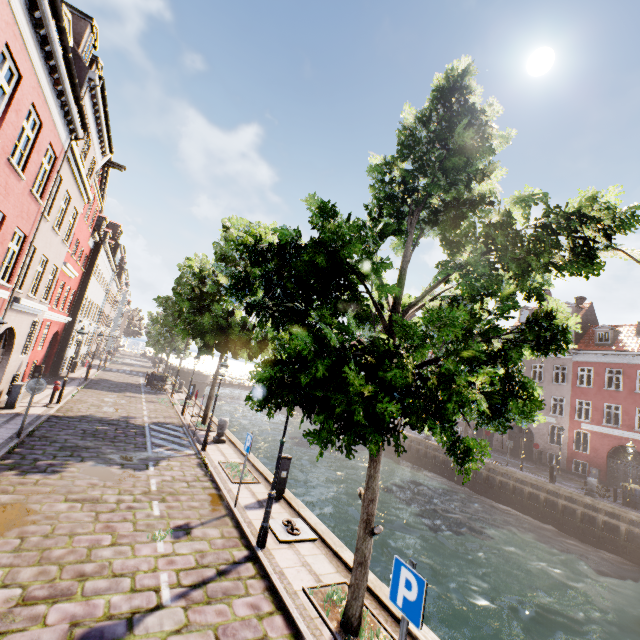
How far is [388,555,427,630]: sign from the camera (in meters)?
3.46

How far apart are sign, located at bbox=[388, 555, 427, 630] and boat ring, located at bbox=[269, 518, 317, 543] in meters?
4.2 m

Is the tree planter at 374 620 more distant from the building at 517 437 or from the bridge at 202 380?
the bridge at 202 380

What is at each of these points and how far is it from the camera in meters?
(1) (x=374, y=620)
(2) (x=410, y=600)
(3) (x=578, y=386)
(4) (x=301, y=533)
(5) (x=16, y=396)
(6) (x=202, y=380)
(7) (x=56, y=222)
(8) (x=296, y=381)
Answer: (1) tree planter, 5.5
(2) sign, 3.6
(3) building, 29.1
(4) boat ring, 7.8
(5) electrical box, 13.4
(6) bridge, 45.3
(7) building, 14.0
(8) tree, 4.0

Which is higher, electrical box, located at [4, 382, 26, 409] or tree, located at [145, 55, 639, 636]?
tree, located at [145, 55, 639, 636]

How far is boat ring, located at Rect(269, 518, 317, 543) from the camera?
7.4 meters

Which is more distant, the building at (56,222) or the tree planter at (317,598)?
the building at (56,222)

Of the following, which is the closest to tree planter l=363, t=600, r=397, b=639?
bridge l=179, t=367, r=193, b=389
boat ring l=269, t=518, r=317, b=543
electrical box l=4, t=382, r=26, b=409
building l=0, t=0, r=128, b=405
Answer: boat ring l=269, t=518, r=317, b=543
